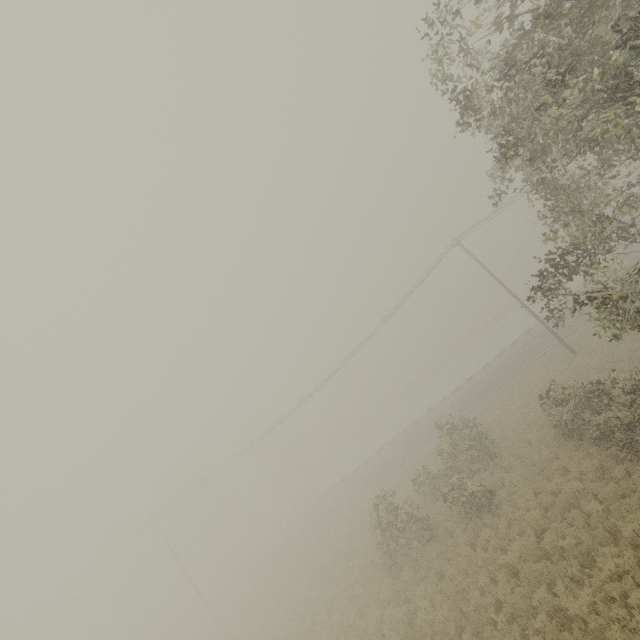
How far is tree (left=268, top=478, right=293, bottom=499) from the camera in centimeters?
5728cm

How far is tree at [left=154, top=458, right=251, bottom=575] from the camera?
53.4m

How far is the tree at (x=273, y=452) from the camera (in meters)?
57.87

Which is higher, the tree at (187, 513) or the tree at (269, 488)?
the tree at (187, 513)

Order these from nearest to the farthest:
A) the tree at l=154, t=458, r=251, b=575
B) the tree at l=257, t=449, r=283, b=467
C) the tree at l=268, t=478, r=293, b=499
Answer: the tree at l=154, t=458, r=251, b=575 < the tree at l=268, t=478, r=293, b=499 < the tree at l=257, t=449, r=283, b=467

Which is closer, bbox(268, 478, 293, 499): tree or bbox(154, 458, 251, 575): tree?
bbox(154, 458, 251, 575): tree

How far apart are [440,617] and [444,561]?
3.02m
